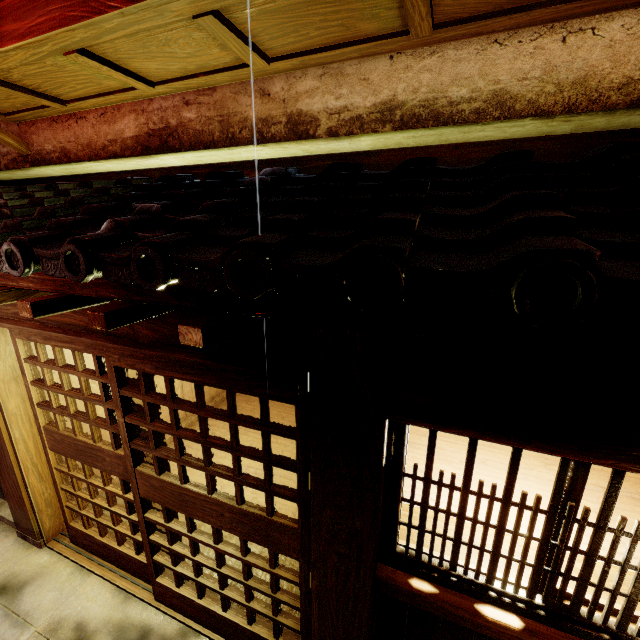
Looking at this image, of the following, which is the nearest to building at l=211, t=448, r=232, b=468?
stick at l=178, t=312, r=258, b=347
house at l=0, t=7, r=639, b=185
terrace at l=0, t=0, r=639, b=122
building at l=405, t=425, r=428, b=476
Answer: building at l=405, t=425, r=428, b=476

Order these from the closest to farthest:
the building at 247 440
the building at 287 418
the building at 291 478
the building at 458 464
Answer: the building at 458 464
the building at 291 478
the building at 247 440
the building at 287 418

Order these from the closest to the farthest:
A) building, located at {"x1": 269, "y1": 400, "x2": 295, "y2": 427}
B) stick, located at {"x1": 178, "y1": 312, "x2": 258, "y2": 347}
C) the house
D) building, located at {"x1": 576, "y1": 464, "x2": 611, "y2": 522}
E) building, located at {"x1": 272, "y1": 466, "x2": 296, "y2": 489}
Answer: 1. stick, located at {"x1": 178, "y1": 312, "x2": 258, "y2": 347}
2. the house
3. building, located at {"x1": 576, "y1": 464, "x2": 611, "y2": 522}
4. building, located at {"x1": 272, "y1": 466, "x2": 296, "y2": 489}
5. building, located at {"x1": 269, "y1": 400, "x2": 295, "y2": 427}

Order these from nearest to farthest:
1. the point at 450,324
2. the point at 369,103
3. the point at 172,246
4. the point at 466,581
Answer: the point at 450,324, the point at 172,246, the point at 466,581, the point at 369,103

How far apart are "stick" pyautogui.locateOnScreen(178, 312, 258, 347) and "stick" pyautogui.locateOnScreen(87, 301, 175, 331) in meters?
0.9 m

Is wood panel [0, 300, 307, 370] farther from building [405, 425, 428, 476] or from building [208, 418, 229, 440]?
building [405, 425, 428, 476]

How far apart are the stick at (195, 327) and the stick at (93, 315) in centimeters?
93cm

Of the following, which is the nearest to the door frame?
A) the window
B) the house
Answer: the window
